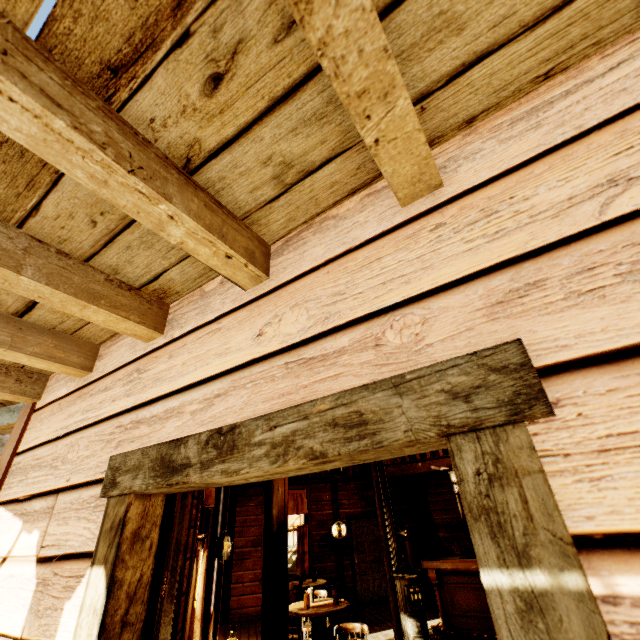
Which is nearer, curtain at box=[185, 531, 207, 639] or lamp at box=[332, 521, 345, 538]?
curtain at box=[185, 531, 207, 639]

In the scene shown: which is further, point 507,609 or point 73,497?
point 73,497

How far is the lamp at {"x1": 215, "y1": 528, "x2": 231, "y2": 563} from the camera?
4.7m

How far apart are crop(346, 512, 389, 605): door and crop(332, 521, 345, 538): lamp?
0.2 meters

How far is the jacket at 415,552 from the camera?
9.12m

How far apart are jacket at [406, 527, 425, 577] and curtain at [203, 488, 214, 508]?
7.6 meters

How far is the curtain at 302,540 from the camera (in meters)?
8.83

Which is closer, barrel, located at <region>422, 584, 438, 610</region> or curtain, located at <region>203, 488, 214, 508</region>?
curtain, located at <region>203, 488, 214, 508</region>
